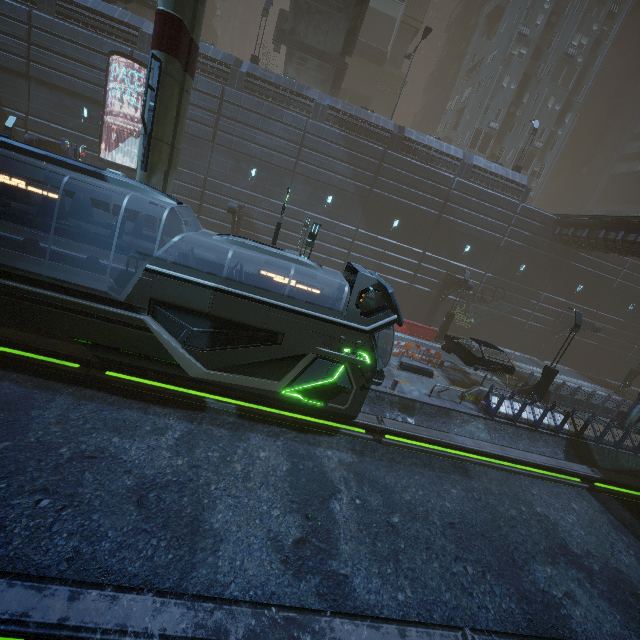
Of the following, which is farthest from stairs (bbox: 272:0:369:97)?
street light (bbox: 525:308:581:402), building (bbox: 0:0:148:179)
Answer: street light (bbox: 525:308:581:402)

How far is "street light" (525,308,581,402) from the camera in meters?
16.2

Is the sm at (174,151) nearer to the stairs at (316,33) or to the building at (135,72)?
the building at (135,72)

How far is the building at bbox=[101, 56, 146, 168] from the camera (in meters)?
21.14

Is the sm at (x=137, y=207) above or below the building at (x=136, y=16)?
below

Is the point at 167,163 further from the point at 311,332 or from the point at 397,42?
the point at 397,42
